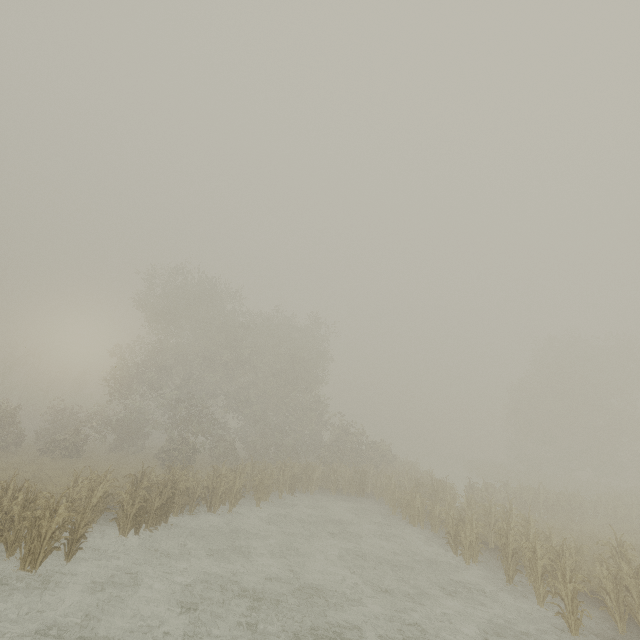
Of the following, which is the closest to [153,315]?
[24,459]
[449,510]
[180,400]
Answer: [180,400]
